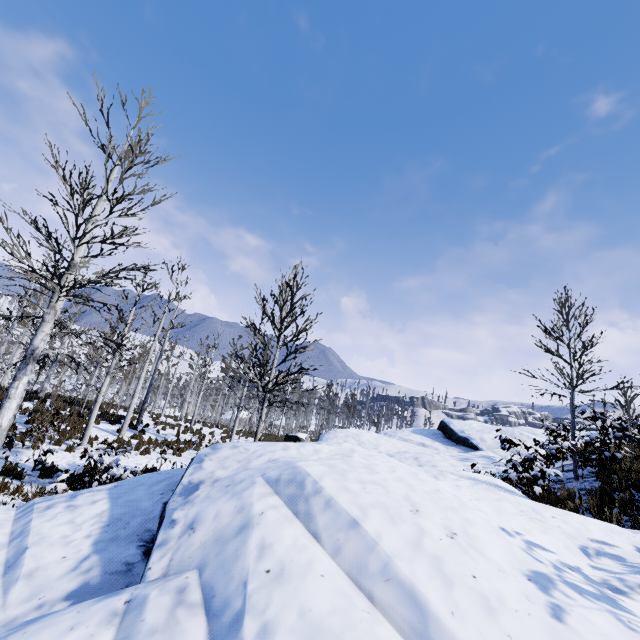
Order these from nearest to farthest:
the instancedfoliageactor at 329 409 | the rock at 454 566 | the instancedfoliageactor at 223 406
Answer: the rock at 454 566
the instancedfoliageactor at 223 406
the instancedfoliageactor at 329 409

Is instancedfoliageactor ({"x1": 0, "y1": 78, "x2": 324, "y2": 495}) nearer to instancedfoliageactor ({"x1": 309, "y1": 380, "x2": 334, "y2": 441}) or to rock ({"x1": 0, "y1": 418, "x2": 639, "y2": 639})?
instancedfoliageactor ({"x1": 309, "y1": 380, "x2": 334, "y2": 441})

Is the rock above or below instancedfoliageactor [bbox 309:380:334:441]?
below

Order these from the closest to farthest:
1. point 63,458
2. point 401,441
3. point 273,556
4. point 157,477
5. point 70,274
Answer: point 273,556 → point 157,477 → point 70,274 → point 63,458 → point 401,441

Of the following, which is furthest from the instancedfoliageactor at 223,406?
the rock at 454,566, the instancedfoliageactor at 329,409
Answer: the rock at 454,566

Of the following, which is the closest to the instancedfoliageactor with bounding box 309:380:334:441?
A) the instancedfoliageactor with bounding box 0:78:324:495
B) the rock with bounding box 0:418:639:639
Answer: the instancedfoliageactor with bounding box 0:78:324:495

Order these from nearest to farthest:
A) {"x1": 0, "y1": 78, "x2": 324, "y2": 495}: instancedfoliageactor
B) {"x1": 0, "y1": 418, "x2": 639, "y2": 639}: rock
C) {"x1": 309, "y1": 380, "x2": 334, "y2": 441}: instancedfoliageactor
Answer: {"x1": 0, "y1": 418, "x2": 639, "y2": 639}: rock, {"x1": 0, "y1": 78, "x2": 324, "y2": 495}: instancedfoliageactor, {"x1": 309, "y1": 380, "x2": 334, "y2": 441}: instancedfoliageactor
